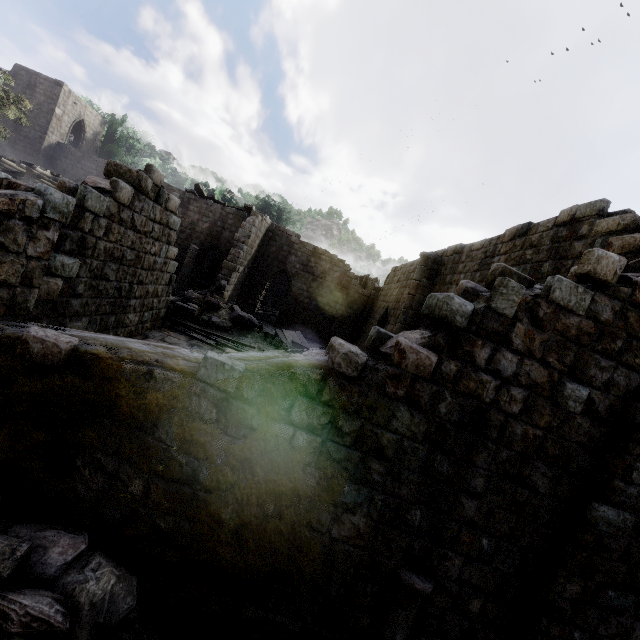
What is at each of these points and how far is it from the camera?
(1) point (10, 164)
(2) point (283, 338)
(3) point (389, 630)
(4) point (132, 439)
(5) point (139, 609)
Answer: (1) wooden plank rubble, 19.2 meters
(2) broken furniture, 16.6 meters
(3) stone arch, 4.4 meters
(4) building, 4.1 meters
(5) rubble, 4.0 meters

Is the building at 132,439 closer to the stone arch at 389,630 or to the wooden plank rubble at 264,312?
the wooden plank rubble at 264,312

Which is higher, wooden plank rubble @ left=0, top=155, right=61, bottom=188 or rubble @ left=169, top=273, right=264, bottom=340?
wooden plank rubble @ left=0, top=155, right=61, bottom=188

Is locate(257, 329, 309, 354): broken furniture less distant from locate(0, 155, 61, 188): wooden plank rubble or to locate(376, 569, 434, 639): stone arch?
locate(376, 569, 434, 639): stone arch

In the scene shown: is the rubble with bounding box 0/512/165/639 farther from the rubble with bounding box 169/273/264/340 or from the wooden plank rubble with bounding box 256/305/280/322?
the wooden plank rubble with bounding box 256/305/280/322

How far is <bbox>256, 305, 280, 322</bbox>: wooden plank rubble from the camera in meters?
25.9

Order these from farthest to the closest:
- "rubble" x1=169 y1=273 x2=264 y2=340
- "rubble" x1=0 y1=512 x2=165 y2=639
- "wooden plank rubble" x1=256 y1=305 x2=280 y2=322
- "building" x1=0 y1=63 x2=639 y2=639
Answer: "wooden plank rubble" x1=256 y1=305 x2=280 y2=322 < "rubble" x1=169 y1=273 x2=264 y2=340 < "building" x1=0 y1=63 x2=639 y2=639 < "rubble" x1=0 y1=512 x2=165 y2=639

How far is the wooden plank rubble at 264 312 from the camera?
25.9m
